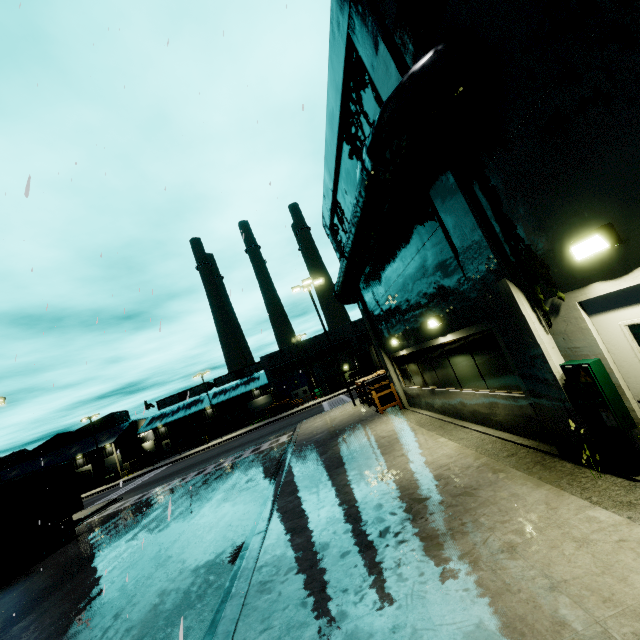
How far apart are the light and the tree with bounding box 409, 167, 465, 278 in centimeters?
245cm

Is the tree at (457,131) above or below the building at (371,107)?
below

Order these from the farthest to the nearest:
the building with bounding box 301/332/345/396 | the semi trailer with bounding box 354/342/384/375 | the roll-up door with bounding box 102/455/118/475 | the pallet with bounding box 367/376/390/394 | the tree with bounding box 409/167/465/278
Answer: the roll-up door with bounding box 102/455/118/475
the building with bounding box 301/332/345/396
the semi trailer with bounding box 354/342/384/375
the pallet with bounding box 367/376/390/394
the tree with bounding box 409/167/465/278

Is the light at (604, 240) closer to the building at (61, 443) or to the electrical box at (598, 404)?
the building at (61, 443)

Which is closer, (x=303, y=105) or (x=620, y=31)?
(x=620, y=31)

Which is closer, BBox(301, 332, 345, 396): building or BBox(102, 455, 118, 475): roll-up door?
BBox(301, 332, 345, 396): building

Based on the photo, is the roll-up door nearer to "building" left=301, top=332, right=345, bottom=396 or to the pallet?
"building" left=301, top=332, right=345, bottom=396

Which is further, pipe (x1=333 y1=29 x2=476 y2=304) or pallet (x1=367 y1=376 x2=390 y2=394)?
pallet (x1=367 y1=376 x2=390 y2=394)
